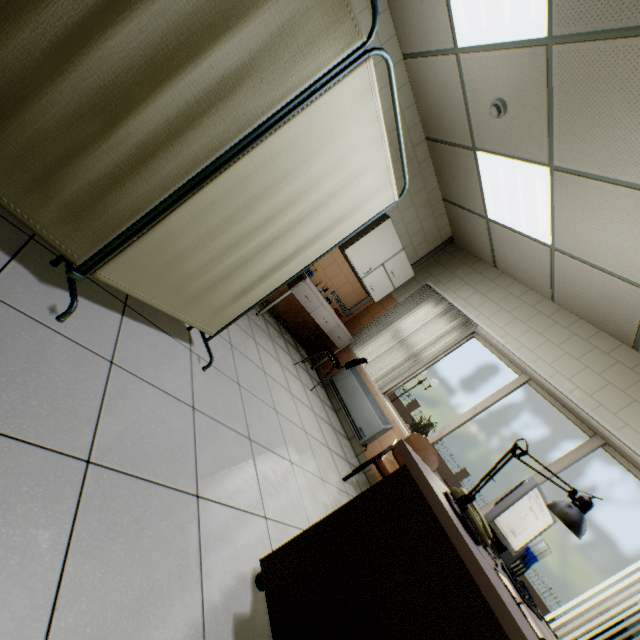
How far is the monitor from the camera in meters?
1.7 m

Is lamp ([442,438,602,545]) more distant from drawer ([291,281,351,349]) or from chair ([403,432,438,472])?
drawer ([291,281,351,349])

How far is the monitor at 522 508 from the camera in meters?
1.7

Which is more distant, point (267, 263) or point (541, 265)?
point (541, 265)

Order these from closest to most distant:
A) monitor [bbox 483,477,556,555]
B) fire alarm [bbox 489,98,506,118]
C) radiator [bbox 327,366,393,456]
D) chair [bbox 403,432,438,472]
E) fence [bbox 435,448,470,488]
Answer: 1. monitor [bbox 483,477,556,555]
2. fire alarm [bbox 489,98,506,118]
3. chair [bbox 403,432,438,472]
4. radiator [bbox 327,366,393,456]
5. fence [bbox 435,448,470,488]

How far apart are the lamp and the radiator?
2.88m

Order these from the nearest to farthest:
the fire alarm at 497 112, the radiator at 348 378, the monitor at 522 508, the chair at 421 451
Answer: the monitor at 522 508, the fire alarm at 497 112, the chair at 421 451, the radiator at 348 378

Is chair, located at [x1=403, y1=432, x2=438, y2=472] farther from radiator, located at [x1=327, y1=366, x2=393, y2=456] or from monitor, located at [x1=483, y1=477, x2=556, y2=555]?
monitor, located at [x1=483, y1=477, x2=556, y2=555]
